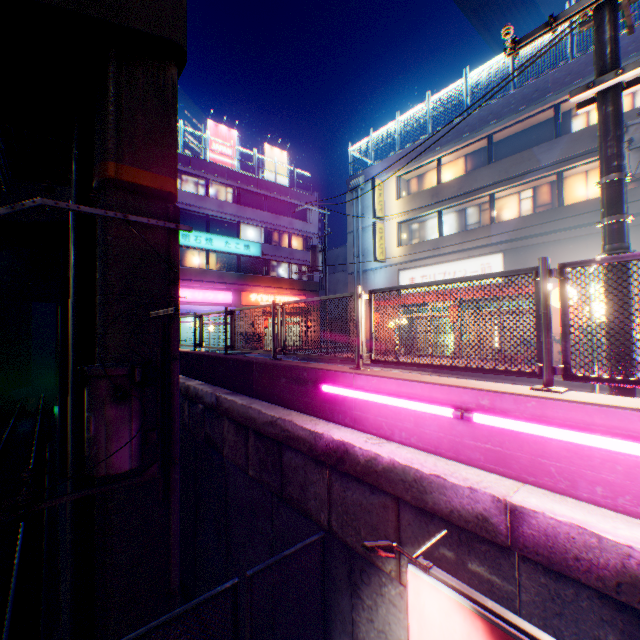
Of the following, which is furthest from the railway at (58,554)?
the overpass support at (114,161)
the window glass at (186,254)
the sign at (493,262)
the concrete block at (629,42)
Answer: the concrete block at (629,42)

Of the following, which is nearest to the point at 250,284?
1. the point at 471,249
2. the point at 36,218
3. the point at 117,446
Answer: the point at 36,218

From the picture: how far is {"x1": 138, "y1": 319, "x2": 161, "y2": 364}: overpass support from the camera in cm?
682

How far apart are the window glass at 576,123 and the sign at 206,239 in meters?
22.2 m

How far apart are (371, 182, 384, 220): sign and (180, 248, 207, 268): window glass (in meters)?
13.56

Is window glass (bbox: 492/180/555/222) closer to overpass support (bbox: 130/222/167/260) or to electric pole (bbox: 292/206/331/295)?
electric pole (bbox: 292/206/331/295)

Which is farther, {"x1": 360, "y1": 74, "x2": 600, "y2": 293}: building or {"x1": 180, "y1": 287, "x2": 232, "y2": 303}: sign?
{"x1": 180, "y1": 287, "x2": 232, "y2": 303}: sign

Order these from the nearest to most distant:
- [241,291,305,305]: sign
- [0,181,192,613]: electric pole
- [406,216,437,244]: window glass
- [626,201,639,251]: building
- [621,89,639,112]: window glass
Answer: [0,181,192,613]: electric pole, [626,201,639,251]: building, [621,89,639,112]: window glass, [406,216,437,244]: window glass, [241,291,305,305]: sign
